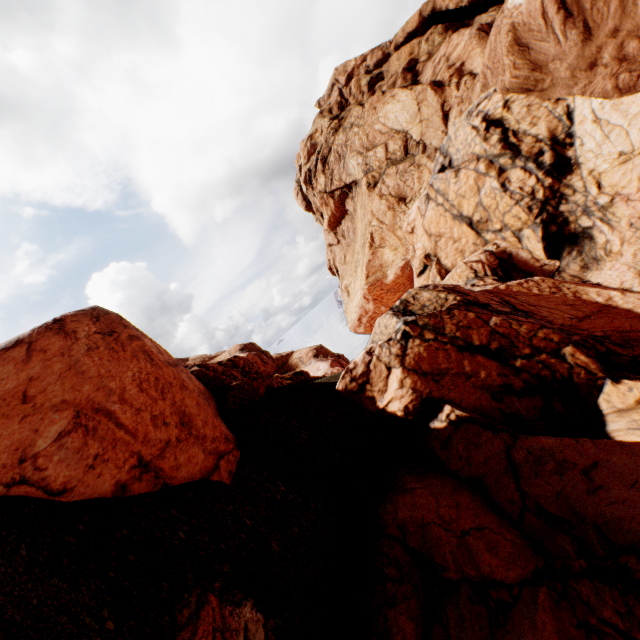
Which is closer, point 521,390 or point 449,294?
point 521,390
